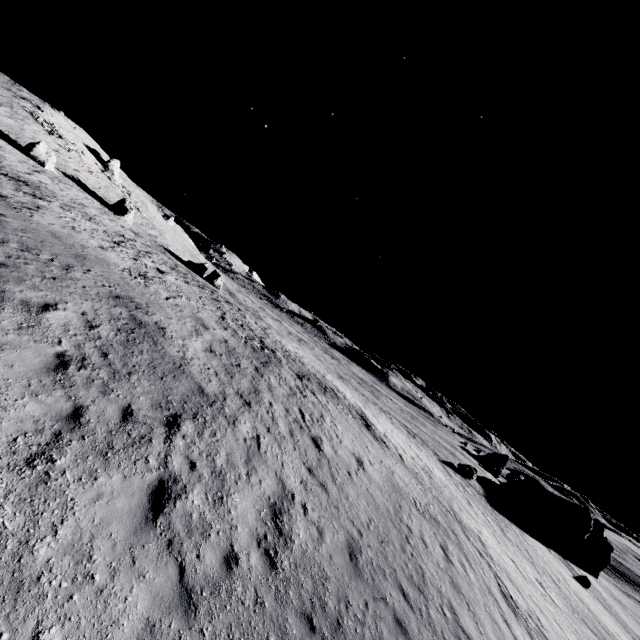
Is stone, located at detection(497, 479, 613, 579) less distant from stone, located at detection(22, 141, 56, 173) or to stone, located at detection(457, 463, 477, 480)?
stone, located at detection(457, 463, 477, 480)

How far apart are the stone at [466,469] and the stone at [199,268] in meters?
41.6 m

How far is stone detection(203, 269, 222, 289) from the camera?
44.91m

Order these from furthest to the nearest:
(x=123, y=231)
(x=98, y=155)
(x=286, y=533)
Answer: (x=98, y=155) < (x=123, y=231) < (x=286, y=533)

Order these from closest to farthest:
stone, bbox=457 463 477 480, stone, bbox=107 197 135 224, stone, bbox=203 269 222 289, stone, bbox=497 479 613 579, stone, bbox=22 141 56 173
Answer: stone, bbox=22 141 56 173 < stone, bbox=457 463 477 480 < stone, bbox=107 197 135 224 < stone, bbox=497 479 613 579 < stone, bbox=203 269 222 289

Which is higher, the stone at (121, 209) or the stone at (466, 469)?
the stone at (121, 209)

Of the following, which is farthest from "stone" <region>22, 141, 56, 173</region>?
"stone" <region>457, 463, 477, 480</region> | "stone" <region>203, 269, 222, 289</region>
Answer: "stone" <region>457, 463, 477, 480</region>

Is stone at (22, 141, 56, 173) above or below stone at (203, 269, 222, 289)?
above
